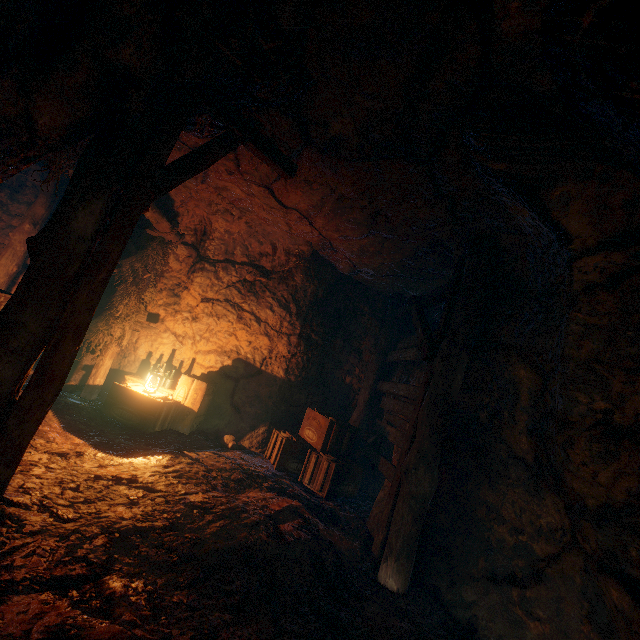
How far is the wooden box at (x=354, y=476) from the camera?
5.6 meters

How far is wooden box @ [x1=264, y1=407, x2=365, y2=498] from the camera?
5.60m

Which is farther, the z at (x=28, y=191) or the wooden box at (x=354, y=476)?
the z at (x=28, y=191)

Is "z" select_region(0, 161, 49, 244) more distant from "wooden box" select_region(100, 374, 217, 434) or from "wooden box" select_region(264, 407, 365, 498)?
"wooden box" select_region(264, 407, 365, 498)

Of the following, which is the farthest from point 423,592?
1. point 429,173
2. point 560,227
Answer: point 429,173

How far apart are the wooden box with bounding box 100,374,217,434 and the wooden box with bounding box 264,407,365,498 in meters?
1.6

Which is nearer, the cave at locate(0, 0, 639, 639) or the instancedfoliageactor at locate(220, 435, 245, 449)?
the cave at locate(0, 0, 639, 639)

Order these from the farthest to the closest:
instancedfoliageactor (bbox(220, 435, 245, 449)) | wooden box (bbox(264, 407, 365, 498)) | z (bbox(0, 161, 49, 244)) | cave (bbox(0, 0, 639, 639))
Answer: z (bbox(0, 161, 49, 244)), instancedfoliageactor (bbox(220, 435, 245, 449)), wooden box (bbox(264, 407, 365, 498)), cave (bbox(0, 0, 639, 639))
